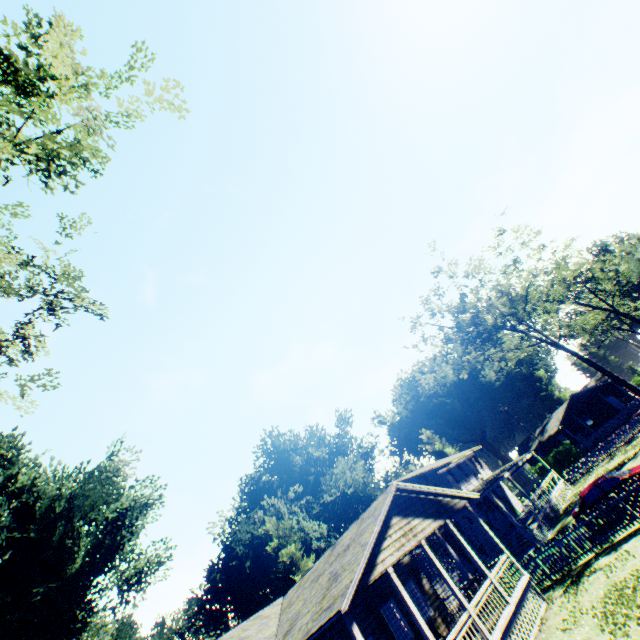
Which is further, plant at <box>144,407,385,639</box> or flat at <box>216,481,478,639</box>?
plant at <box>144,407,385,639</box>

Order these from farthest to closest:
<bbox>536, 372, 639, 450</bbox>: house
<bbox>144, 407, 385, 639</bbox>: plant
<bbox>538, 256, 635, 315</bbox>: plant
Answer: <bbox>538, 256, 635, 315</bbox>: plant
<bbox>536, 372, 639, 450</bbox>: house
<bbox>144, 407, 385, 639</bbox>: plant

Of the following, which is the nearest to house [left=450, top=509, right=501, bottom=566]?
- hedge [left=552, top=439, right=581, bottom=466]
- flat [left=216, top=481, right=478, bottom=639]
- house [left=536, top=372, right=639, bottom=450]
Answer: flat [left=216, top=481, right=478, bottom=639]

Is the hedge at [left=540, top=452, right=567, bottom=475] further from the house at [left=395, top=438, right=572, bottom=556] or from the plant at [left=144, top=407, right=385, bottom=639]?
the house at [left=395, top=438, right=572, bottom=556]

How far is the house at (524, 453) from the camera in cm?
2371

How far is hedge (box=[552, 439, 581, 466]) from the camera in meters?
45.4

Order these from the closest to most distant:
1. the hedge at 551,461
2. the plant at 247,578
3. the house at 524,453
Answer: the house at 524,453
the plant at 247,578
the hedge at 551,461

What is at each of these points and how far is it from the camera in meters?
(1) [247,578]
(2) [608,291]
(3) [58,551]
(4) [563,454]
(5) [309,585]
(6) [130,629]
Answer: A:
(1) plant, 39.6
(2) plant, 56.2
(3) plant, 29.0
(4) hedge, 46.7
(5) flat, 14.2
(6) plant, 51.5
